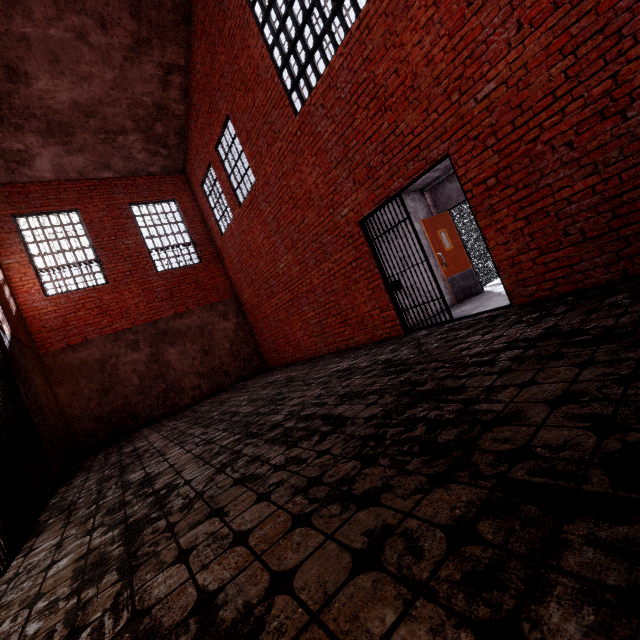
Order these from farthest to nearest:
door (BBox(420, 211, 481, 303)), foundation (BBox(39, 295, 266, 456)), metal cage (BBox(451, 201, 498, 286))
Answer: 1. metal cage (BBox(451, 201, 498, 286))
2. foundation (BBox(39, 295, 266, 456))
3. door (BBox(420, 211, 481, 303))

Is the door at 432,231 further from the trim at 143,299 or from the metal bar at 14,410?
the metal bar at 14,410

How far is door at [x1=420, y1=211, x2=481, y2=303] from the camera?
7.65m

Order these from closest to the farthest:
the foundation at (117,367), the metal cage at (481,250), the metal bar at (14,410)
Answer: the metal bar at (14,410) → the foundation at (117,367) → the metal cage at (481,250)

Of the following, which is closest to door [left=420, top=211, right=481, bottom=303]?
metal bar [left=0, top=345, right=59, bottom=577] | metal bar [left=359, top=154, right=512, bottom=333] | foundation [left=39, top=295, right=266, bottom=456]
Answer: metal bar [left=359, top=154, right=512, bottom=333]

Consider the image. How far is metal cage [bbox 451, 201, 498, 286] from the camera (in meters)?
10.58

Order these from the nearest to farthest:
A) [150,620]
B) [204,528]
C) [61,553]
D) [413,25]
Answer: [150,620] < [204,528] < [61,553] < [413,25]

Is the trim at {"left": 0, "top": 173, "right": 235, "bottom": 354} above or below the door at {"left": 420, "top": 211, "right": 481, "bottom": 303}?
above
